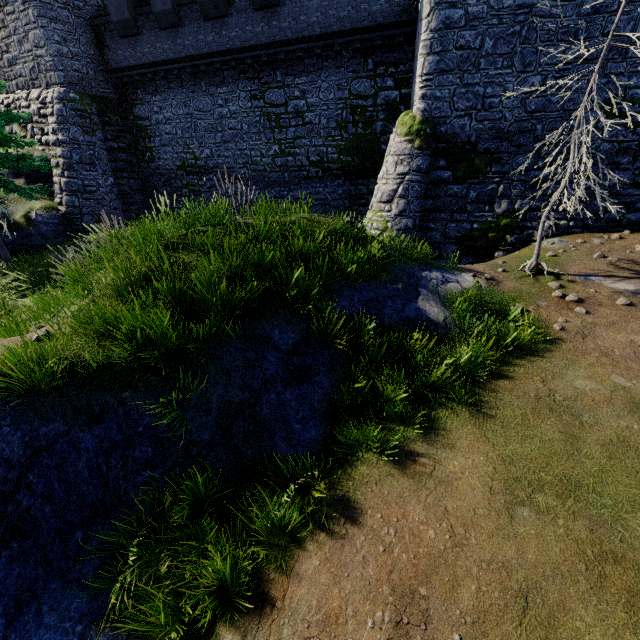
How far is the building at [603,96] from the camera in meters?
11.4

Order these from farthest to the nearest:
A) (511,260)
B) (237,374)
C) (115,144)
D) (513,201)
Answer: (115,144), (513,201), (511,260), (237,374)

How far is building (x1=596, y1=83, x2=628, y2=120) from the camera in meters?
11.4 m

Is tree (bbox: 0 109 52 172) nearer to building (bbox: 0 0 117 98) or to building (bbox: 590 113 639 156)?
building (bbox: 0 0 117 98)

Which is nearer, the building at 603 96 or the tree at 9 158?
the building at 603 96

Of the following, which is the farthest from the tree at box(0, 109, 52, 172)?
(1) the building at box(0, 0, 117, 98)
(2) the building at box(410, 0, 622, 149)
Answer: (2) the building at box(410, 0, 622, 149)
